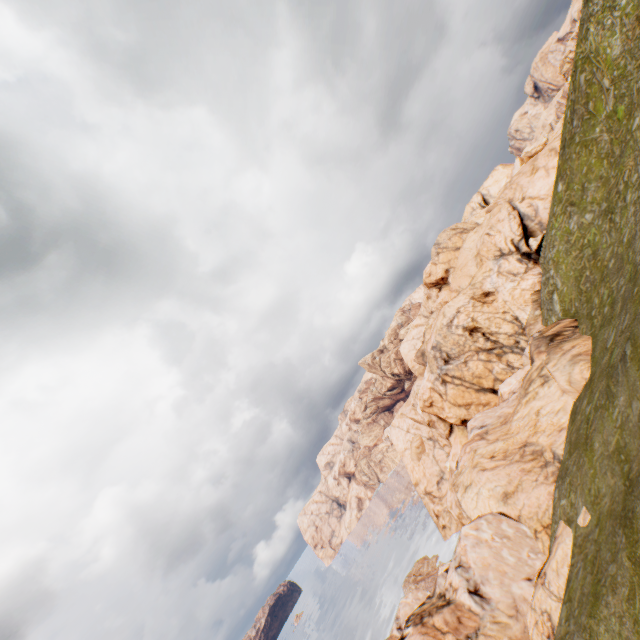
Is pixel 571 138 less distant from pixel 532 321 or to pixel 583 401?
pixel 532 321
